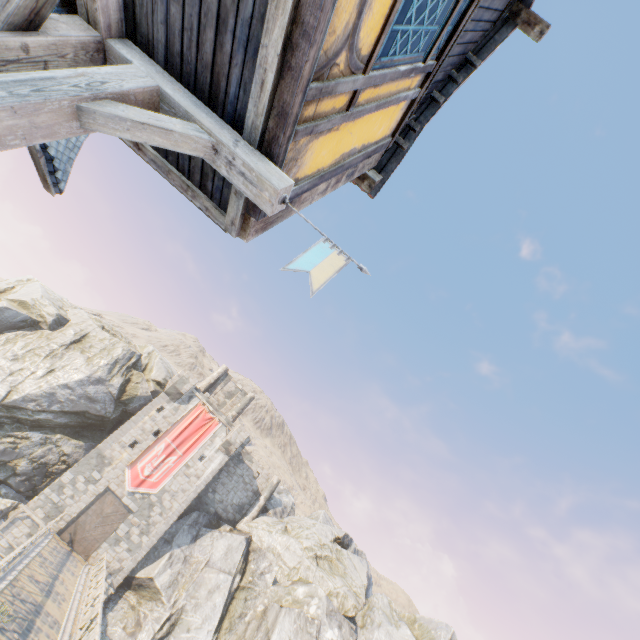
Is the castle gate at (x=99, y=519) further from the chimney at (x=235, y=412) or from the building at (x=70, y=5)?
the building at (x=70, y=5)

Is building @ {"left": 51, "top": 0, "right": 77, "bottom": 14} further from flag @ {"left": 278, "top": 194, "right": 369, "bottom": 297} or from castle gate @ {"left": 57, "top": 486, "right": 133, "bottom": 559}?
castle gate @ {"left": 57, "top": 486, "right": 133, "bottom": 559}

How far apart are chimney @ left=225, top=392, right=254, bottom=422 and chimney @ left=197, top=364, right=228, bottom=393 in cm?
319

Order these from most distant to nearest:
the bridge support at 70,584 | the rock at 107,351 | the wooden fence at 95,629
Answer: the rock at 107,351
the wooden fence at 95,629
the bridge support at 70,584

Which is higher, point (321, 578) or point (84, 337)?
point (84, 337)

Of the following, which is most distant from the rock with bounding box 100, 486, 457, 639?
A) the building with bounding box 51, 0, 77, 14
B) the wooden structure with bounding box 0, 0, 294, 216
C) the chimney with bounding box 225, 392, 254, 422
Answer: the wooden structure with bounding box 0, 0, 294, 216

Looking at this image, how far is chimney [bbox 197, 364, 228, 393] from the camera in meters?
37.2 m

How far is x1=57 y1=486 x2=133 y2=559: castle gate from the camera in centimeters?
2398cm
